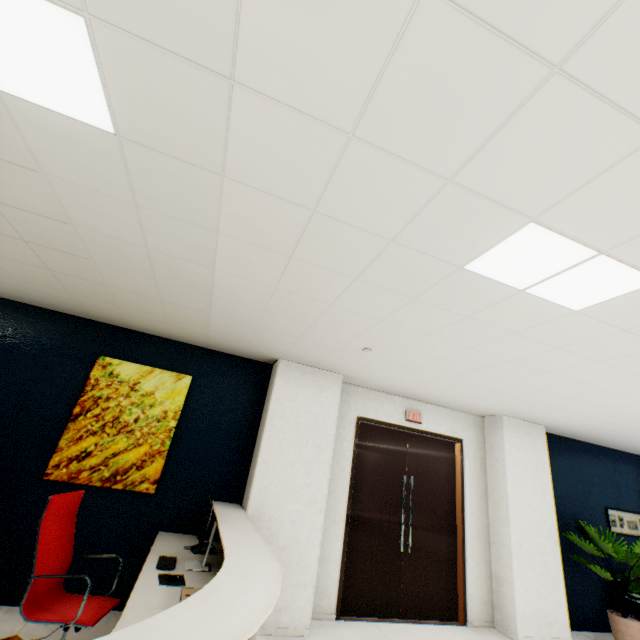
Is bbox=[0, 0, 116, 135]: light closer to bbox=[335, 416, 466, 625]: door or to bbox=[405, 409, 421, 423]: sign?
bbox=[335, 416, 466, 625]: door

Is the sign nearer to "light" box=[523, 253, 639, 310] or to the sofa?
"light" box=[523, 253, 639, 310]

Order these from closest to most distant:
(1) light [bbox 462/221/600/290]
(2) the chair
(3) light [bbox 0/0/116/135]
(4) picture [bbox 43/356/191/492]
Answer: (3) light [bbox 0/0/116/135]
(1) light [bbox 462/221/600/290]
(2) the chair
(4) picture [bbox 43/356/191/492]

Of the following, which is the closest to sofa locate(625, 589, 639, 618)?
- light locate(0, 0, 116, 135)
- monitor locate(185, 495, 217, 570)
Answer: monitor locate(185, 495, 217, 570)

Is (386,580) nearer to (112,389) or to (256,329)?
(256,329)

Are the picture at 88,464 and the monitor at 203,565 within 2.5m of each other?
yes

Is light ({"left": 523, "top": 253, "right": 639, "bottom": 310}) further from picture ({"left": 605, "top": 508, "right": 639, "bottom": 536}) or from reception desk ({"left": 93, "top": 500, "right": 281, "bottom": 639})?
picture ({"left": 605, "top": 508, "right": 639, "bottom": 536})

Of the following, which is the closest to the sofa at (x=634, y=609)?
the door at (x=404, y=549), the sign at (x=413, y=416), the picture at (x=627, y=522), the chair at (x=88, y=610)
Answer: the picture at (x=627, y=522)
